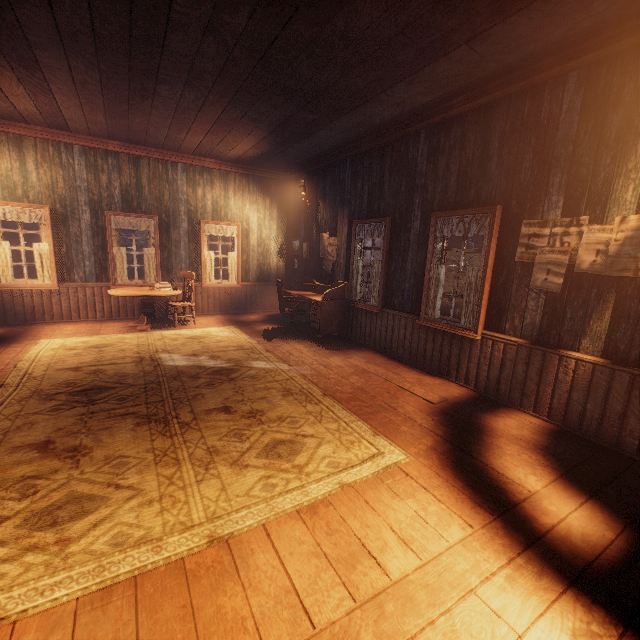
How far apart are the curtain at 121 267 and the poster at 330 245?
4.6m

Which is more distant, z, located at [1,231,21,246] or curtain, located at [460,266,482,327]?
z, located at [1,231,21,246]

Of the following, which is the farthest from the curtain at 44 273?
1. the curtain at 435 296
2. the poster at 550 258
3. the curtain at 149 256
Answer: the poster at 550 258

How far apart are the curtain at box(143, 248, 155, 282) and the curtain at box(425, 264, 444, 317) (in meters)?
6.43

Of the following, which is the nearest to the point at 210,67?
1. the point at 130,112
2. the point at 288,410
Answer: the point at 130,112

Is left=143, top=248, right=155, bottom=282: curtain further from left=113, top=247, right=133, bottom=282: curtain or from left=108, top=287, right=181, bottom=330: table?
left=108, top=287, right=181, bottom=330: table

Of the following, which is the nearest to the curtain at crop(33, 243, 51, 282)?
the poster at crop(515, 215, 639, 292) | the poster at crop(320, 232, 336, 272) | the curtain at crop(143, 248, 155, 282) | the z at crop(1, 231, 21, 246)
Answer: the curtain at crop(143, 248, 155, 282)

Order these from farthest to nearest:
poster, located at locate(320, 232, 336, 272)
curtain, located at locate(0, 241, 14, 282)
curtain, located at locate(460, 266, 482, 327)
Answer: poster, located at locate(320, 232, 336, 272), curtain, located at locate(0, 241, 14, 282), curtain, located at locate(460, 266, 482, 327)
